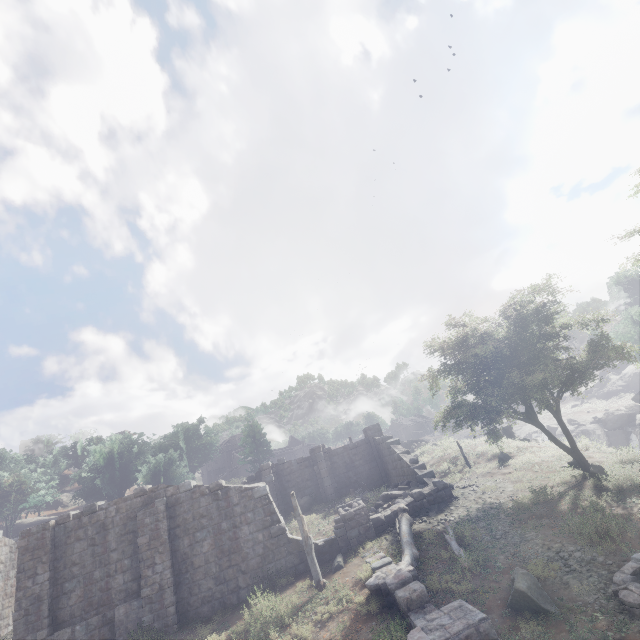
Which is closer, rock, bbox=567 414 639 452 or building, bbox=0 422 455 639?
building, bbox=0 422 455 639

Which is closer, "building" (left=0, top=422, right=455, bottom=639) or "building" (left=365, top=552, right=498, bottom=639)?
"building" (left=365, top=552, right=498, bottom=639)

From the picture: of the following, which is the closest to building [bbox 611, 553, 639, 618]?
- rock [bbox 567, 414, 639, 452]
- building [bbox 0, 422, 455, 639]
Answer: building [bbox 0, 422, 455, 639]

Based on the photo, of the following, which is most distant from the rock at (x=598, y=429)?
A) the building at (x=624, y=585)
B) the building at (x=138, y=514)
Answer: the building at (x=624, y=585)

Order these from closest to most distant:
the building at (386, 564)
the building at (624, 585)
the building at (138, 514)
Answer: the building at (386, 564), the building at (624, 585), the building at (138, 514)

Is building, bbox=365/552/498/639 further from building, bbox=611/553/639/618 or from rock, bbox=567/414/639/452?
building, bbox=611/553/639/618

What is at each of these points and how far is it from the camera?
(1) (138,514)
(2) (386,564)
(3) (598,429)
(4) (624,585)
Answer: (1) building, 15.3 meters
(2) building, 12.1 meters
(3) rock, 42.9 meters
(4) building, 7.7 meters

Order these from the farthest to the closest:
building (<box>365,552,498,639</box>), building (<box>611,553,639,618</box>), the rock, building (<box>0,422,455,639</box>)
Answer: the rock → building (<box>0,422,455,639</box>) → building (<box>611,553,639,618</box>) → building (<box>365,552,498,639</box>)
